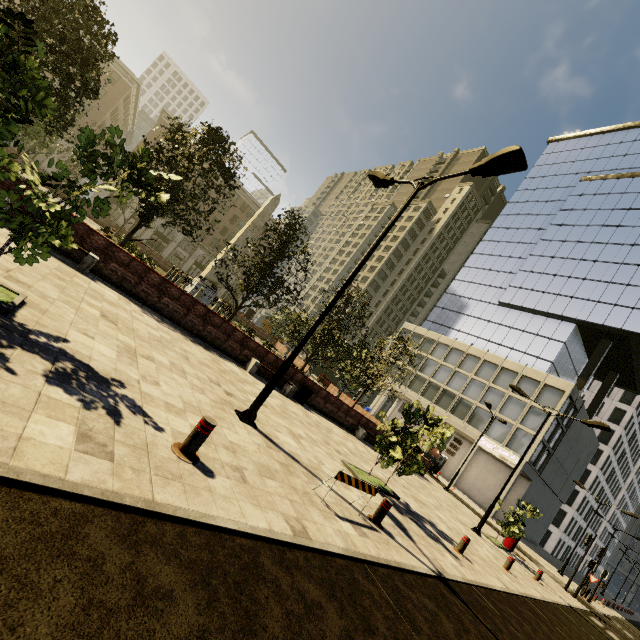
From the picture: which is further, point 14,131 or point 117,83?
point 117,83

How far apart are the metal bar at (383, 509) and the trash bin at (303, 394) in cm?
842

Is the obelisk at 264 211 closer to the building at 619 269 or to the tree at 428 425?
the tree at 428 425

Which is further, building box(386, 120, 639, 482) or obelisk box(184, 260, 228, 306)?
building box(386, 120, 639, 482)

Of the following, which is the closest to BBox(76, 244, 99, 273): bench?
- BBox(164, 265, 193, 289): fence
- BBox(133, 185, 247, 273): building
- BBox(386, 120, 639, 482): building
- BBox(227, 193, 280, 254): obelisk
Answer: BBox(164, 265, 193, 289): fence

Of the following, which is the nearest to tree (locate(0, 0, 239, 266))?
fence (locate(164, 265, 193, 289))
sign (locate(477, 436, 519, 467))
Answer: fence (locate(164, 265, 193, 289))

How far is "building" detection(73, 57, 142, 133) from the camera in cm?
4628

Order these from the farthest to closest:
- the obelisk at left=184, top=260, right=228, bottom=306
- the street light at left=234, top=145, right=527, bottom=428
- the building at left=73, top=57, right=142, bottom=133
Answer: the building at left=73, top=57, right=142, bottom=133, the obelisk at left=184, top=260, right=228, bottom=306, the street light at left=234, top=145, right=527, bottom=428
